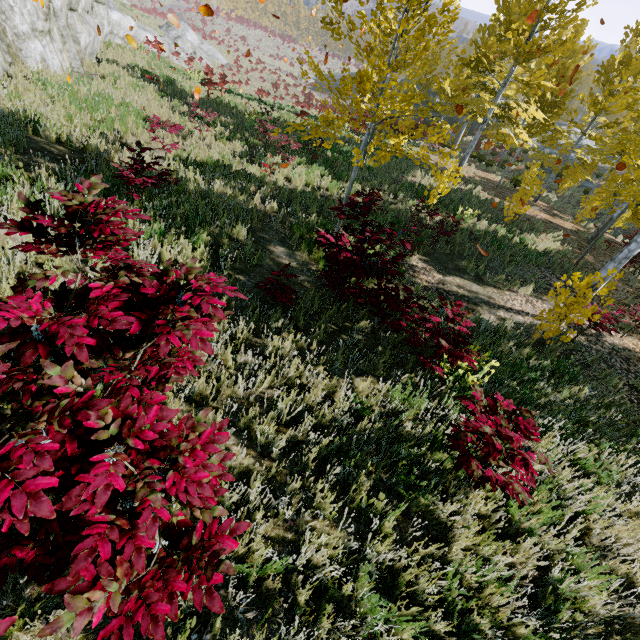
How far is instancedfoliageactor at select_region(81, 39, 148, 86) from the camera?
12.4 meters

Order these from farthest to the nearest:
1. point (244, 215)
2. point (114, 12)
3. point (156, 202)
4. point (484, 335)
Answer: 1. point (114, 12)
2. point (244, 215)
3. point (484, 335)
4. point (156, 202)

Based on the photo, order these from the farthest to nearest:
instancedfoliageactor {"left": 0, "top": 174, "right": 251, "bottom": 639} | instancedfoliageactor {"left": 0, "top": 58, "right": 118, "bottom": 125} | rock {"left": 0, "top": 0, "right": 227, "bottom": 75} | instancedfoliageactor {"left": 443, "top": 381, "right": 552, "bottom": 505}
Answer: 1. rock {"left": 0, "top": 0, "right": 227, "bottom": 75}
2. instancedfoliageactor {"left": 0, "top": 58, "right": 118, "bottom": 125}
3. instancedfoliageactor {"left": 443, "top": 381, "right": 552, "bottom": 505}
4. instancedfoliageactor {"left": 0, "top": 174, "right": 251, "bottom": 639}

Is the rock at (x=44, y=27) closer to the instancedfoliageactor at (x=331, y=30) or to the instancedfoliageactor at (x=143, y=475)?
the instancedfoliageactor at (x=143, y=475)

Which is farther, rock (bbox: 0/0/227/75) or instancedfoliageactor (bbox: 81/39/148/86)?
instancedfoliageactor (bbox: 81/39/148/86)

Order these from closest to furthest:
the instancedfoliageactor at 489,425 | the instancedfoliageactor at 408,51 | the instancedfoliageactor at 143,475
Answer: the instancedfoliageactor at 143,475
the instancedfoliageactor at 489,425
the instancedfoliageactor at 408,51

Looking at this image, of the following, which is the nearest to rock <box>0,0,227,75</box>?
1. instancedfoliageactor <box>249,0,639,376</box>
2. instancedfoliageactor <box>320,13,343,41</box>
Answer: instancedfoliageactor <box>249,0,639,376</box>
